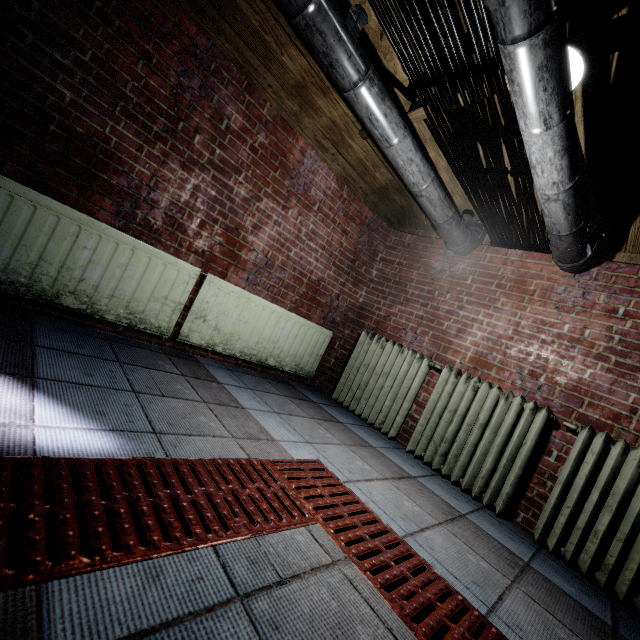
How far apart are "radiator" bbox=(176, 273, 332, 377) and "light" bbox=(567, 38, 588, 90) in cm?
213

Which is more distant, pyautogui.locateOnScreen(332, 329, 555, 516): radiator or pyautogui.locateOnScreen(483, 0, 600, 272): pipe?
pyautogui.locateOnScreen(332, 329, 555, 516): radiator

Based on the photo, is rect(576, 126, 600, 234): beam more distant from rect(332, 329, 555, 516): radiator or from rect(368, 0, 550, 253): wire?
rect(332, 329, 555, 516): radiator

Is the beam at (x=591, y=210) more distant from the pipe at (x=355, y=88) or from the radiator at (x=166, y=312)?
the radiator at (x=166, y=312)

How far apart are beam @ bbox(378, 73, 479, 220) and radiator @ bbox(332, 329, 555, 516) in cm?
126

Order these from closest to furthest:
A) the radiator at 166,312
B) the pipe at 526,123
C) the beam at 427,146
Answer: the pipe at 526,123, the radiator at 166,312, the beam at 427,146

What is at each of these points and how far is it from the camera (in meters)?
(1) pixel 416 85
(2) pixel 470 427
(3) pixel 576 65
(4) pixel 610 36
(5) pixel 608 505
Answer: (1) wire, 1.66
(2) radiator, 2.48
(3) light, 1.47
(4) beam, 1.36
(5) radiator, 1.88

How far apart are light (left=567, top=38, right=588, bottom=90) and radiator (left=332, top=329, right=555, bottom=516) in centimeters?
181cm
